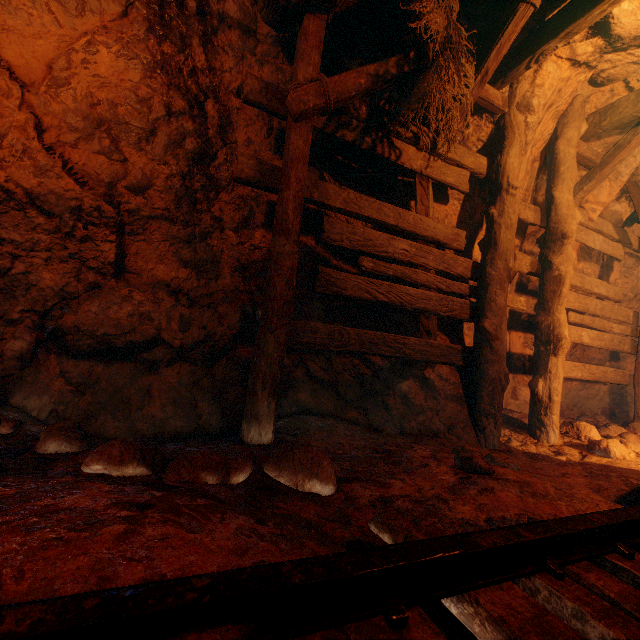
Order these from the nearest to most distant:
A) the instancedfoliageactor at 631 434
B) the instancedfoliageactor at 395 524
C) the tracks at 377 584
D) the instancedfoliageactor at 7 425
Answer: the tracks at 377 584 → the instancedfoliageactor at 395 524 → the instancedfoliageactor at 7 425 → the instancedfoliageactor at 631 434

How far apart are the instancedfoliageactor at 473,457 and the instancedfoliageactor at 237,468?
0.9 meters

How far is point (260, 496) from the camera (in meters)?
1.68

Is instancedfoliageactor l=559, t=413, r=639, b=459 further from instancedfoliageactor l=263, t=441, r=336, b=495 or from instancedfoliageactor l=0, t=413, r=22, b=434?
instancedfoliageactor l=0, t=413, r=22, b=434

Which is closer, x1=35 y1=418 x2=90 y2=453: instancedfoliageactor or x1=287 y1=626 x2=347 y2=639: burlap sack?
x1=287 y1=626 x2=347 y2=639: burlap sack

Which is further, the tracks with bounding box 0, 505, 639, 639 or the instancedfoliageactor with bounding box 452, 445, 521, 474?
the instancedfoliageactor with bounding box 452, 445, 521, 474

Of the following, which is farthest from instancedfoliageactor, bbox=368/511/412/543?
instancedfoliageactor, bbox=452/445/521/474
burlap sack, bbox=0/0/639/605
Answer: instancedfoliageactor, bbox=452/445/521/474

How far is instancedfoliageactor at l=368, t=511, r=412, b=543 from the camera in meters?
1.5 m
